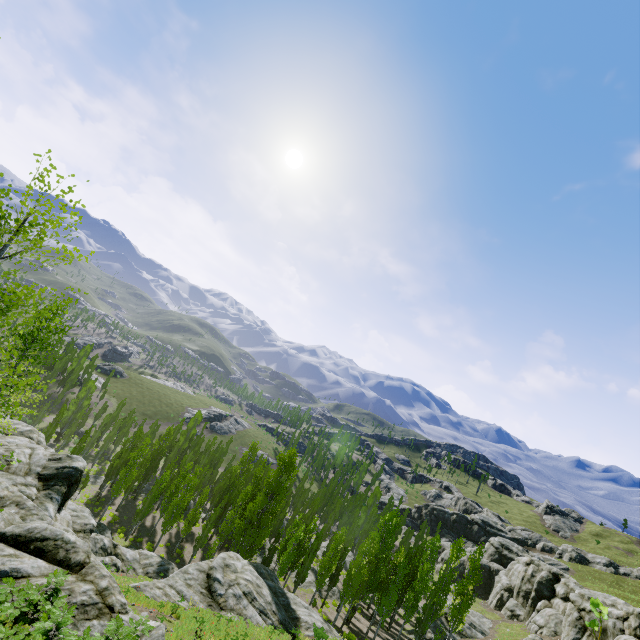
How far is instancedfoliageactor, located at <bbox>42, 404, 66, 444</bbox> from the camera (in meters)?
49.06

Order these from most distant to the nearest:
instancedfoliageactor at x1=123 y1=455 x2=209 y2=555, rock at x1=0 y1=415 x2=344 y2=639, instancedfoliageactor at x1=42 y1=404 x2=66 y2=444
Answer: instancedfoliageactor at x1=42 y1=404 x2=66 y2=444, instancedfoliageactor at x1=123 y1=455 x2=209 y2=555, rock at x1=0 y1=415 x2=344 y2=639

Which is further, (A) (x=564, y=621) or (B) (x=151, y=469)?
(B) (x=151, y=469)

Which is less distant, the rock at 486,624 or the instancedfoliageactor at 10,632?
the instancedfoliageactor at 10,632

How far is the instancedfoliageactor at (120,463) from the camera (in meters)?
43.34

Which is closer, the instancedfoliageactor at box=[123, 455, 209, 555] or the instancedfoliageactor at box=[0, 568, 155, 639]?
the instancedfoliageactor at box=[0, 568, 155, 639]

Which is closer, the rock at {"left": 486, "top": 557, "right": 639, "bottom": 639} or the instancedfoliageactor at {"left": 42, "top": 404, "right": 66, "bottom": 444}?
the rock at {"left": 486, "top": 557, "right": 639, "bottom": 639}
